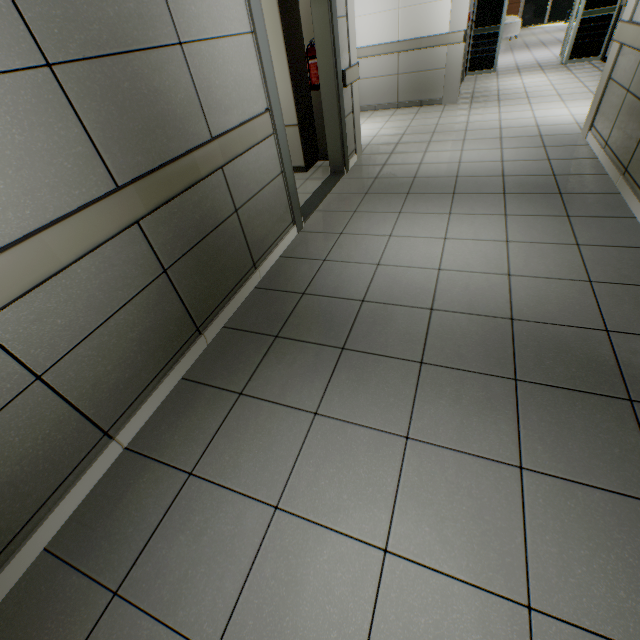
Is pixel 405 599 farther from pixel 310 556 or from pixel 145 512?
pixel 145 512

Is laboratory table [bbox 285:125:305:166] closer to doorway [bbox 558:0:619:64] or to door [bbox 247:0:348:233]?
door [bbox 247:0:348:233]

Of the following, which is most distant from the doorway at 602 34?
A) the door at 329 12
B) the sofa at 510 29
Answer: the door at 329 12

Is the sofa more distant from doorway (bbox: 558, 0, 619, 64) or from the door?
the door

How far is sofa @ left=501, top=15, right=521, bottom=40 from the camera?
12.93m

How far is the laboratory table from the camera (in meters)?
4.41

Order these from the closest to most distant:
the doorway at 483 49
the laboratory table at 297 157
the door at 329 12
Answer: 1. the door at 329 12
2. the laboratory table at 297 157
3. the doorway at 483 49

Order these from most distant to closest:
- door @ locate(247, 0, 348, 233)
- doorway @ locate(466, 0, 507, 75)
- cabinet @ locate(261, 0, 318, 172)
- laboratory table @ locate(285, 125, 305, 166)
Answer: doorway @ locate(466, 0, 507, 75)
laboratory table @ locate(285, 125, 305, 166)
cabinet @ locate(261, 0, 318, 172)
door @ locate(247, 0, 348, 233)
